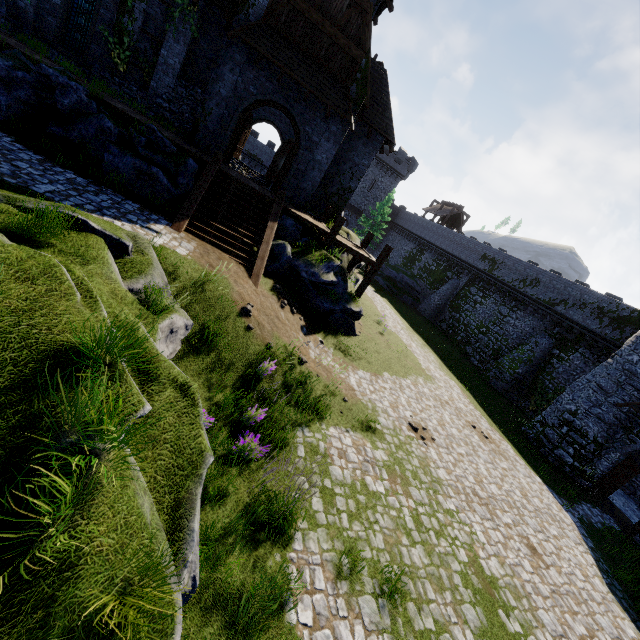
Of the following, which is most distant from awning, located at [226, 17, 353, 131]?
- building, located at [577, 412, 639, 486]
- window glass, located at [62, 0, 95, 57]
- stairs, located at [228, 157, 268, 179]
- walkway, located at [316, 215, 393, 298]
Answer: building, located at [577, 412, 639, 486]

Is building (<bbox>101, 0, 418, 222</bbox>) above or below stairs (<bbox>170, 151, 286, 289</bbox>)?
above

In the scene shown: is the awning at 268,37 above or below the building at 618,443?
above

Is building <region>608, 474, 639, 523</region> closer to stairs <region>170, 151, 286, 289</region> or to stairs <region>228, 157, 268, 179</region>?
stairs <region>170, 151, 286, 289</region>

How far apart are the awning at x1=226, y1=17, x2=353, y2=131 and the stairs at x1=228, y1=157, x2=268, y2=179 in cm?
1113

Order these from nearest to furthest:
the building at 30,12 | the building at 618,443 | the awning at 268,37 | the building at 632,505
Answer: the awning at 268,37, the building at 30,12, the building at 618,443, the building at 632,505

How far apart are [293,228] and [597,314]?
23.24m

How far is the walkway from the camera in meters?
15.7 m
